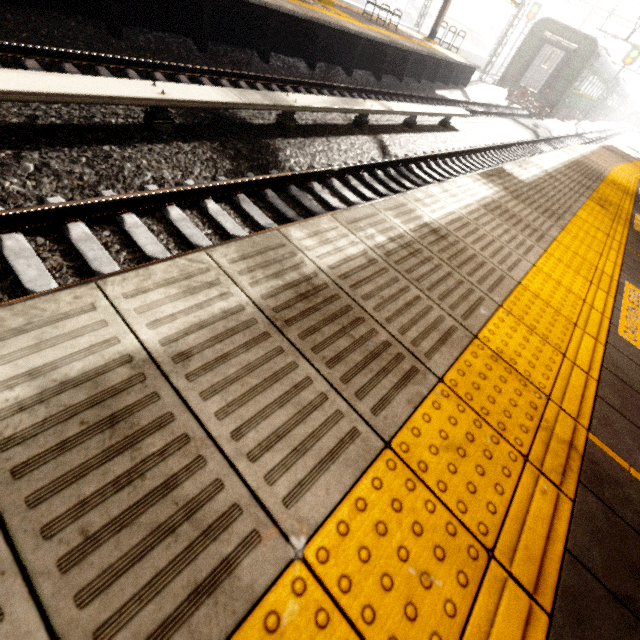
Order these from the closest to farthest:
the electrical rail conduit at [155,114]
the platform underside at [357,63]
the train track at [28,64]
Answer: the electrical rail conduit at [155,114]
the train track at [28,64]
the platform underside at [357,63]

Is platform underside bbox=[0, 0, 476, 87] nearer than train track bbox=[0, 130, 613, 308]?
No

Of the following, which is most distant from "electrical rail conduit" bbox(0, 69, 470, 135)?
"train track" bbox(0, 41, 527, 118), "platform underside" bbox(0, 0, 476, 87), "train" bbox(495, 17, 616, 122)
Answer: "train" bbox(495, 17, 616, 122)

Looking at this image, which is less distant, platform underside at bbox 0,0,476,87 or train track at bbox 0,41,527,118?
train track at bbox 0,41,527,118

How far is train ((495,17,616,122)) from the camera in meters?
18.6 m

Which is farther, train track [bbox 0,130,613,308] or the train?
the train

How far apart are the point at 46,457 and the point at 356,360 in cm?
113

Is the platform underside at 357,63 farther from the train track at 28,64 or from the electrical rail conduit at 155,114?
the electrical rail conduit at 155,114
